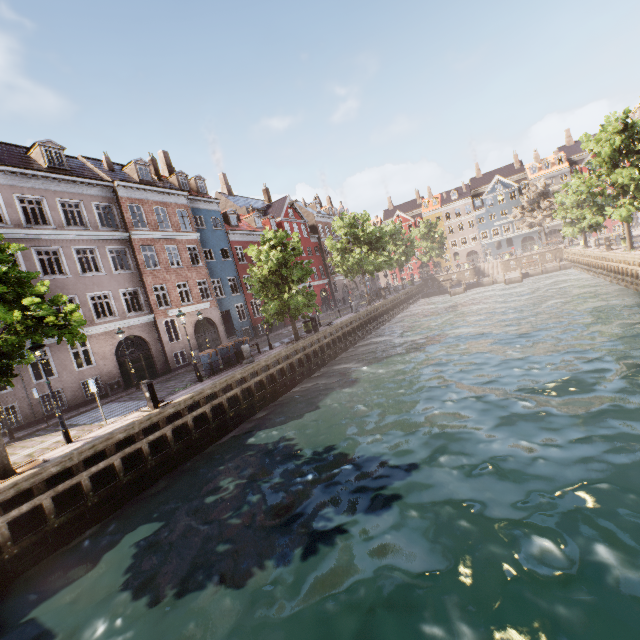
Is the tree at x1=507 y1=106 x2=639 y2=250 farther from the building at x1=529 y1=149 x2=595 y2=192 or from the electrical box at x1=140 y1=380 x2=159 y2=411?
the building at x1=529 y1=149 x2=595 y2=192

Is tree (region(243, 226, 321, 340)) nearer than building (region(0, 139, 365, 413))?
Result: No

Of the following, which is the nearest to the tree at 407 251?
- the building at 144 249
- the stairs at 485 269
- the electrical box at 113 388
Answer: the building at 144 249

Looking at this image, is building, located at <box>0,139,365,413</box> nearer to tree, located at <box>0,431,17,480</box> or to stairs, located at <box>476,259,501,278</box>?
tree, located at <box>0,431,17,480</box>

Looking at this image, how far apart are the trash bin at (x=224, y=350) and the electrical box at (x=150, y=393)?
6.3 meters

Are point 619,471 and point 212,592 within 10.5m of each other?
yes

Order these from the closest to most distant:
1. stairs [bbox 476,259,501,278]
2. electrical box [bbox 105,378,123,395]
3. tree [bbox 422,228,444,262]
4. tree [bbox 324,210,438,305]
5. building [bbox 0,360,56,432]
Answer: building [bbox 0,360,56,432]
electrical box [bbox 105,378,123,395]
tree [bbox 324,210,438,305]
stairs [bbox 476,259,501,278]
tree [bbox 422,228,444,262]

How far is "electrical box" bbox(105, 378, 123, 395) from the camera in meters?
20.0
